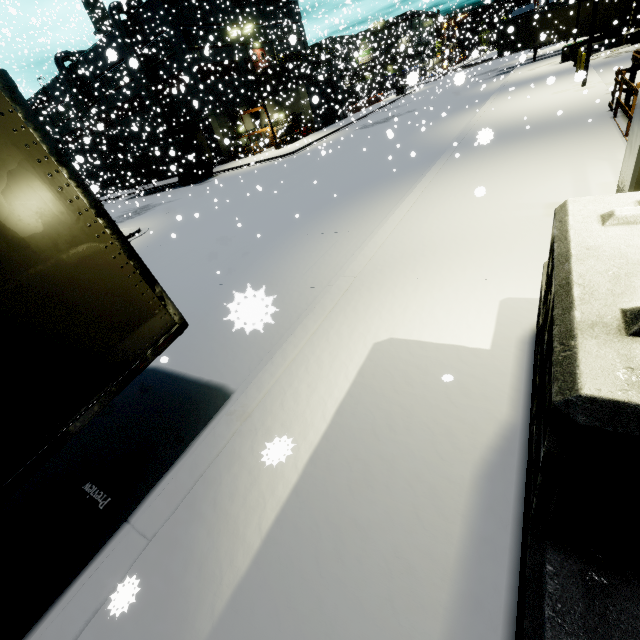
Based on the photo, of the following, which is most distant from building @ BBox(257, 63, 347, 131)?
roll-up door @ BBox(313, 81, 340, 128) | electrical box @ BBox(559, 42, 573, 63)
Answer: electrical box @ BBox(559, 42, 573, 63)

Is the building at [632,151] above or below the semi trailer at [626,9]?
below

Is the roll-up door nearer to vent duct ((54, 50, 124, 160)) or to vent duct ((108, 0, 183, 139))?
vent duct ((108, 0, 183, 139))

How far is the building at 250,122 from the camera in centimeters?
3941cm

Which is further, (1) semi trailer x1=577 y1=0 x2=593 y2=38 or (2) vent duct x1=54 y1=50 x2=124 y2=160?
(2) vent duct x1=54 y1=50 x2=124 y2=160

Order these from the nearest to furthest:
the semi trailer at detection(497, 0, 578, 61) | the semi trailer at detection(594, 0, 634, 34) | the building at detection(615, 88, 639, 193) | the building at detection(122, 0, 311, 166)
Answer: the building at detection(615, 88, 639, 193) < the semi trailer at detection(594, 0, 634, 34) < the semi trailer at detection(497, 0, 578, 61) < the building at detection(122, 0, 311, 166)

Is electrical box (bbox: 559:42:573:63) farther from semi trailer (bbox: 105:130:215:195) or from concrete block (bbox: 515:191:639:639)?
concrete block (bbox: 515:191:639:639)

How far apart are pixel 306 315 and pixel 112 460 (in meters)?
3.74
